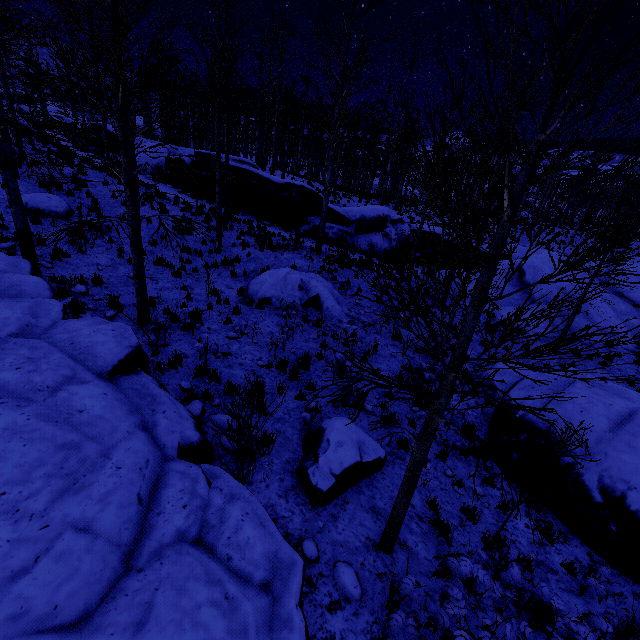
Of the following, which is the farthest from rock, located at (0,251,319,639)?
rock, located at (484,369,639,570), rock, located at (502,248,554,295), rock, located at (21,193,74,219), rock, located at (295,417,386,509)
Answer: rock, located at (502,248,554,295)

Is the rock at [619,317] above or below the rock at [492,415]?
above

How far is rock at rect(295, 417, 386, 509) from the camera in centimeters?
555cm

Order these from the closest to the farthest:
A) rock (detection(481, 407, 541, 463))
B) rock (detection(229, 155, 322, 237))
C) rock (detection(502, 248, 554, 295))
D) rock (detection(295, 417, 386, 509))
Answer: rock (detection(295, 417, 386, 509)) < rock (detection(481, 407, 541, 463)) < rock (detection(502, 248, 554, 295)) < rock (detection(229, 155, 322, 237))

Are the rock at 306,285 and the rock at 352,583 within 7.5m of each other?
no

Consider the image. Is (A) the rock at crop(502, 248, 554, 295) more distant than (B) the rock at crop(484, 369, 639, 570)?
Yes

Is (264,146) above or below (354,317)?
above

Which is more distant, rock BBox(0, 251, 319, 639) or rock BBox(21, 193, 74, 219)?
rock BBox(21, 193, 74, 219)
